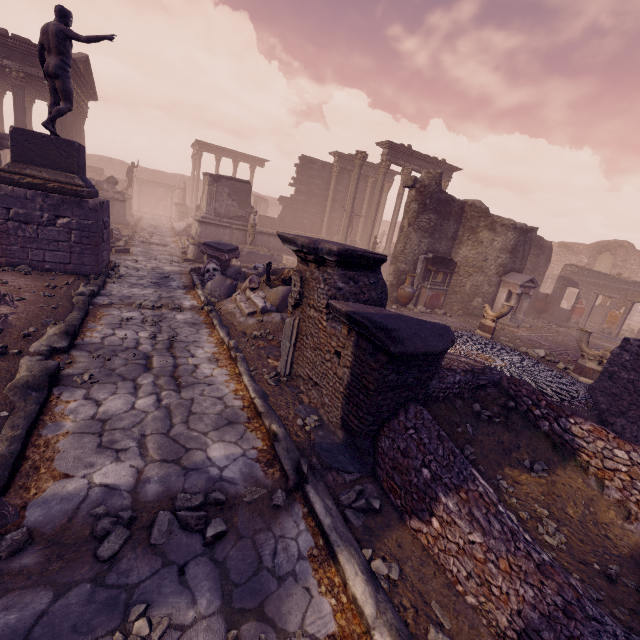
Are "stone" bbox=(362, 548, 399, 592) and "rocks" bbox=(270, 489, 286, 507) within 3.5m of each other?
yes

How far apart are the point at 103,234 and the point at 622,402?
12.1m

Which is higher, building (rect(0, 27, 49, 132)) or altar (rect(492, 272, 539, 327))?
building (rect(0, 27, 49, 132))

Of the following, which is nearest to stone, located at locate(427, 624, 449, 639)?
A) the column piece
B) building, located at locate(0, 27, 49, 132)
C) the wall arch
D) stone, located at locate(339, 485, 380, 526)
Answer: stone, located at locate(339, 485, 380, 526)

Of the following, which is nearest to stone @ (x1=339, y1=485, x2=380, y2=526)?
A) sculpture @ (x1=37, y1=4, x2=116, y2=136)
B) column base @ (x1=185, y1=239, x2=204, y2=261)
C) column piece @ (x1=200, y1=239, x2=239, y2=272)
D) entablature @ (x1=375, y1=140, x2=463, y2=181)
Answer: column piece @ (x1=200, y1=239, x2=239, y2=272)

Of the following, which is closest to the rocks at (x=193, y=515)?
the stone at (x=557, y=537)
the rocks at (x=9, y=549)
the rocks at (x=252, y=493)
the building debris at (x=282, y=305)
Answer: the rocks at (x=252, y=493)

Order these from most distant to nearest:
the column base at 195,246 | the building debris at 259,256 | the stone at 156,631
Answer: the building debris at 259,256, the column base at 195,246, the stone at 156,631

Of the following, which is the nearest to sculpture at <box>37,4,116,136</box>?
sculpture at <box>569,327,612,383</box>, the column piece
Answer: the column piece
